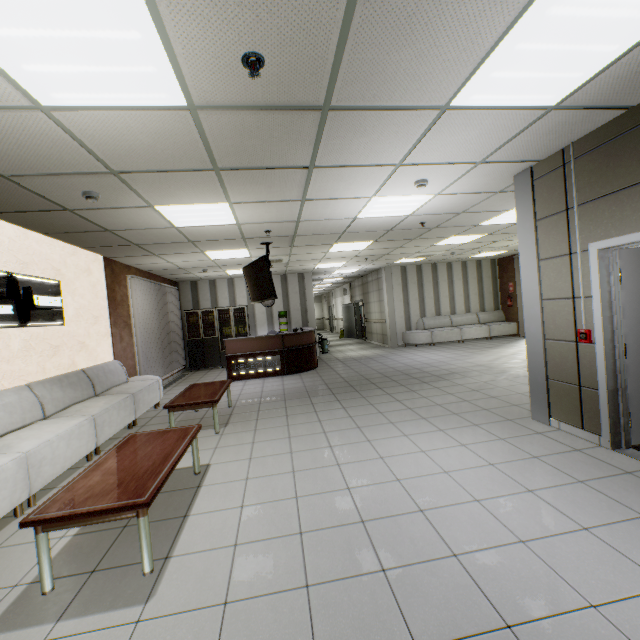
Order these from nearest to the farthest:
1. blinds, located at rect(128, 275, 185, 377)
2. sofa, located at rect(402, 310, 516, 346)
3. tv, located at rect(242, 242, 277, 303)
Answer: tv, located at rect(242, 242, 277, 303)
blinds, located at rect(128, 275, 185, 377)
sofa, located at rect(402, 310, 516, 346)

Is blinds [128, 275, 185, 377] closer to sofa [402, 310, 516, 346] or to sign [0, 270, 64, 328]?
sign [0, 270, 64, 328]

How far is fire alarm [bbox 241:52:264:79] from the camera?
1.9m

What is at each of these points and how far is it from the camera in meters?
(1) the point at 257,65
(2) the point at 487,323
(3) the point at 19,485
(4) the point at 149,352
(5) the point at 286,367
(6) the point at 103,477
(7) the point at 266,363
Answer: (1) fire alarm, 2.0
(2) sofa, 13.0
(3) sofa, 3.0
(4) blinds, 8.4
(5) desk, 9.1
(6) table, 2.6
(7) sign, 9.0

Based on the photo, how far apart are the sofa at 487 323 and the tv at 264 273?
7.3m

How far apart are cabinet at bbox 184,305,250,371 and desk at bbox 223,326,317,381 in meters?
1.4 m

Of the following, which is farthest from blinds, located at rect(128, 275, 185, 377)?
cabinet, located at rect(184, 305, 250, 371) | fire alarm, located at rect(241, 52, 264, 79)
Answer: fire alarm, located at rect(241, 52, 264, 79)

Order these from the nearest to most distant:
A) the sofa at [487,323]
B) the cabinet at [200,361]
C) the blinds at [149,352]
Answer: the blinds at [149,352]
the cabinet at [200,361]
the sofa at [487,323]
